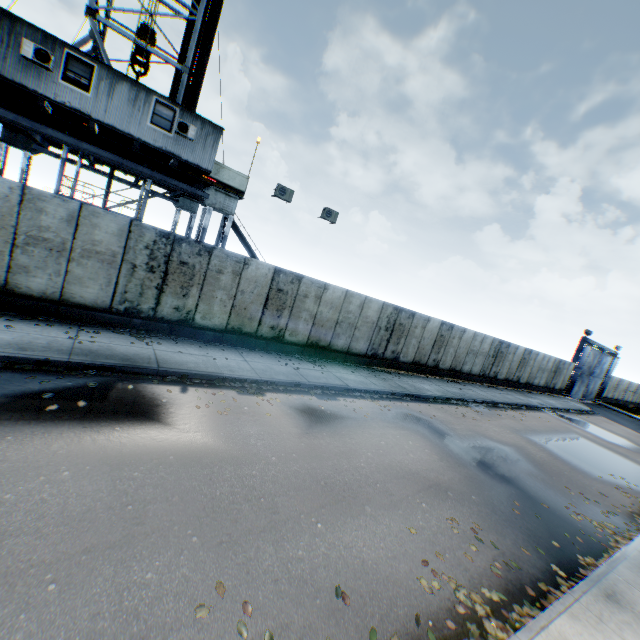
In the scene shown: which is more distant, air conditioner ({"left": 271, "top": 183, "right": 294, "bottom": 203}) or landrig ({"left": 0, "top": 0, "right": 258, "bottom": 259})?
air conditioner ({"left": 271, "top": 183, "right": 294, "bottom": 203})

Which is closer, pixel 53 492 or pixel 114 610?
pixel 114 610

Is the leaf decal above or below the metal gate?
below

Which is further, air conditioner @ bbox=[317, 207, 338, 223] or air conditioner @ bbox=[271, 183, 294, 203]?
air conditioner @ bbox=[317, 207, 338, 223]

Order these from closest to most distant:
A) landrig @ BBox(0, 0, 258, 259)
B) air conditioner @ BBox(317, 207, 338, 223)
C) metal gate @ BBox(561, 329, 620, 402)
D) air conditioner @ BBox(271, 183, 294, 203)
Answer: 1. landrig @ BBox(0, 0, 258, 259)
2. air conditioner @ BBox(271, 183, 294, 203)
3. air conditioner @ BBox(317, 207, 338, 223)
4. metal gate @ BBox(561, 329, 620, 402)

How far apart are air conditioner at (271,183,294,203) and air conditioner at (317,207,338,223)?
1.83m

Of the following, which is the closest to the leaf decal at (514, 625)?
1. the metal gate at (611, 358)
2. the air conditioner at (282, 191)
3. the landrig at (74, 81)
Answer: the air conditioner at (282, 191)

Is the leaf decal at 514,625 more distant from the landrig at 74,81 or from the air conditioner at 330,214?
the landrig at 74,81
